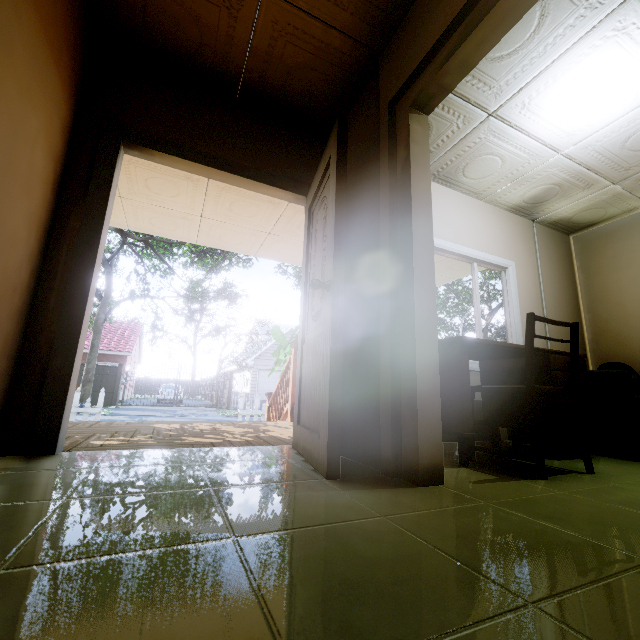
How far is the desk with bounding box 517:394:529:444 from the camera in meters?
2.5

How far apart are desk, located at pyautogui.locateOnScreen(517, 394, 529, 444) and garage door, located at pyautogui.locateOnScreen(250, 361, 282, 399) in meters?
23.1 m

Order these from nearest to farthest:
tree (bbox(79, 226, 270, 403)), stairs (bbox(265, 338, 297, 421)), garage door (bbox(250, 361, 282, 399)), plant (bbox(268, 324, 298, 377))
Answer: stairs (bbox(265, 338, 297, 421)) < plant (bbox(268, 324, 298, 377)) < tree (bbox(79, 226, 270, 403)) < garage door (bbox(250, 361, 282, 399))

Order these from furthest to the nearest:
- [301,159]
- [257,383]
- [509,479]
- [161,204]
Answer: [257,383]
[161,204]
[301,159]
[509,479]

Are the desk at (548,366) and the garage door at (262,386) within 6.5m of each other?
no

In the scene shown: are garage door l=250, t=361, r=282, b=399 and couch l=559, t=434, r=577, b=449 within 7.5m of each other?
no

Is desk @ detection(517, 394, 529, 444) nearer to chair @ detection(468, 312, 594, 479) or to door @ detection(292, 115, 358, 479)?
chair @ detection(468, 312, 594, 479)

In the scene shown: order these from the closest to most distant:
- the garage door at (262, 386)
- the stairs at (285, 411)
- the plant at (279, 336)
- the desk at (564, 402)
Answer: the desk at (564, 402)
the stairs at (285, 411)
the plant at (279, 336)
the garage door at (262, 386)
